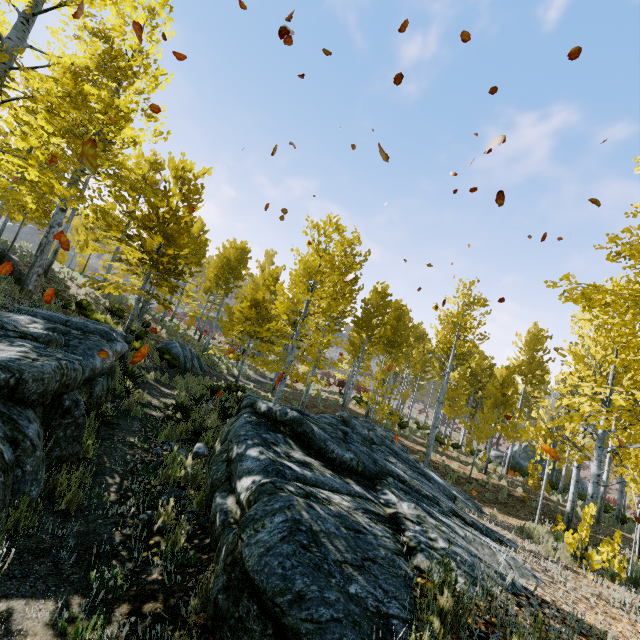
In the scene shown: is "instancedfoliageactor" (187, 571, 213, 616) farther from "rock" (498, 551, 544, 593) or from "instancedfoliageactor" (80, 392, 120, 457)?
"instancedfoliageactor" (80, 392, 120, 457)

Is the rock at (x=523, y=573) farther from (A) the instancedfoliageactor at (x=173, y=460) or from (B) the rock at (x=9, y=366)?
(A) the instancedfoliageactor at (x=173, y=460)

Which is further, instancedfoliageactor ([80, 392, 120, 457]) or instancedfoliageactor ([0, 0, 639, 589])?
instancedfoliageactor ([0, 0, 639, 589])

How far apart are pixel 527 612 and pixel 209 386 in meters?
12.0 m

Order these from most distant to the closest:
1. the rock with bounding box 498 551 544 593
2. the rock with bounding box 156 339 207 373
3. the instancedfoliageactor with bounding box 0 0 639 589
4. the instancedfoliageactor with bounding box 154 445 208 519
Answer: the rock with bounding box 156 339 207 373
the instancedfoliageactor with bounding box 0 0 639 589
the instancedfoliageactor with bounding box 154 445 208 519
the rock with bounding box 498 551 544 593

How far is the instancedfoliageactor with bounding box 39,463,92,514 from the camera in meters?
3.5

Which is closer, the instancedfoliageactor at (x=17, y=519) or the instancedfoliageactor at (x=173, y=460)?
the instancedfoliageactor at (x=17, y=519)

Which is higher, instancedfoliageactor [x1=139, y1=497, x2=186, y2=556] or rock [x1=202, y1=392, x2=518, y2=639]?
rock [x1=202, y1=392, x2=518, y2=639]
